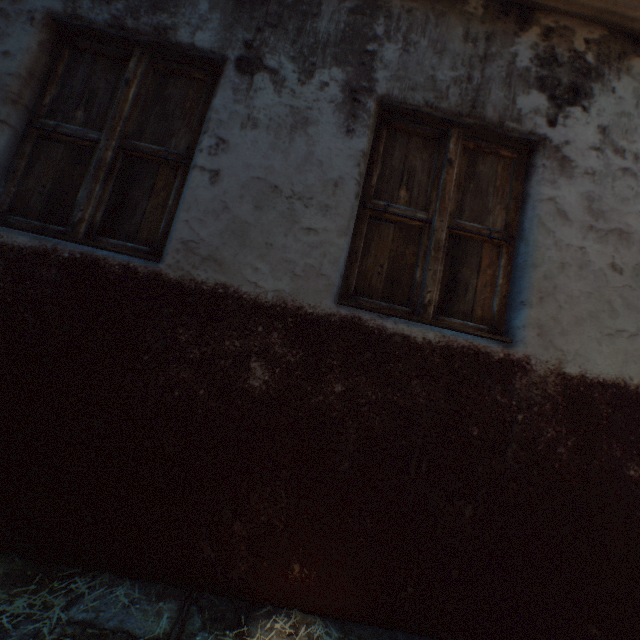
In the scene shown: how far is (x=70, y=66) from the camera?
2.0m
